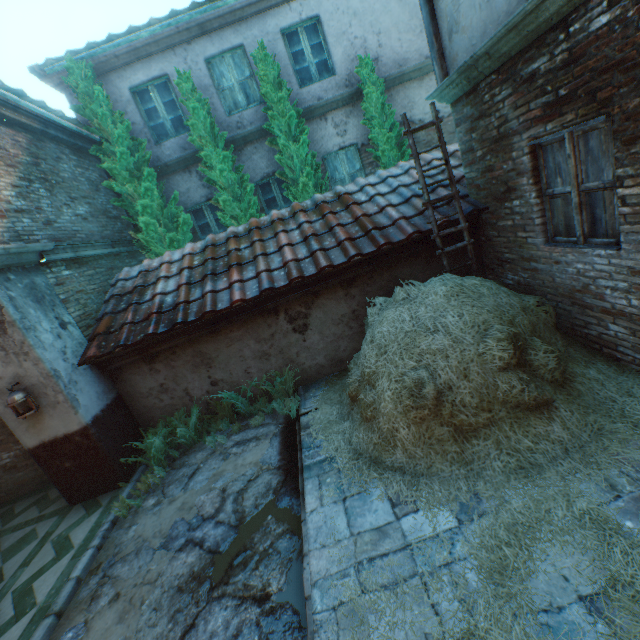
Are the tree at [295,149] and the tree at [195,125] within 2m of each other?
yes

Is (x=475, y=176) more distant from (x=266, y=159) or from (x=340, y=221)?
(x=266, y=159)

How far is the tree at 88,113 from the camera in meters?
7.1 m

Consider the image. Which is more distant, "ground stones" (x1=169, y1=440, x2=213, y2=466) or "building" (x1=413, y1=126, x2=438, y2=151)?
"building" (x1=413, y1=126, x2=438, y2=151)

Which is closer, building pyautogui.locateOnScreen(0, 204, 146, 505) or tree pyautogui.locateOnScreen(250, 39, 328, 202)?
building pyautogui.locateOnScreen(0, 204, 146, 505)

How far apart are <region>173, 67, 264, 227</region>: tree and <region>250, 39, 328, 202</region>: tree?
0.71m

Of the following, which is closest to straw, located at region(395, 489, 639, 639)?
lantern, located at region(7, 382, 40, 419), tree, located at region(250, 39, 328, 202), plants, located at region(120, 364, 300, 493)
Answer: plants, located at region(120, 364, 300, 493)

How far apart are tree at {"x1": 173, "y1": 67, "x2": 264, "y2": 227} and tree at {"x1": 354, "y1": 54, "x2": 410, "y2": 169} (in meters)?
3.06
